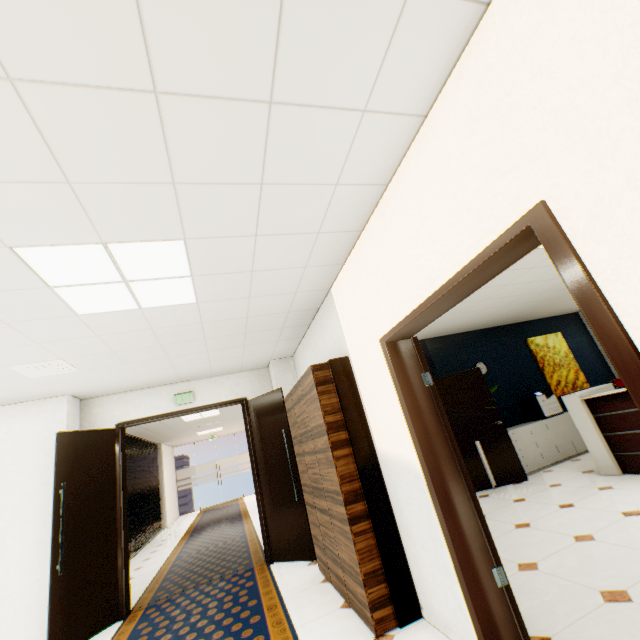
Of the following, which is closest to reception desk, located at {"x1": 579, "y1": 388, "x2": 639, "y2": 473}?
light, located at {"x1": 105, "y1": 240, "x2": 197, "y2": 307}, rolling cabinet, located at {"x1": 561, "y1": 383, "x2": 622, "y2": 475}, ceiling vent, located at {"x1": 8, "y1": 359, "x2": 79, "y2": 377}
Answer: rolling cabinet, located at {"x1": 561, "y1": 383, "x2": 622, "y2": 475}

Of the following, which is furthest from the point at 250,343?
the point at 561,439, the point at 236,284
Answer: the point at 561,439

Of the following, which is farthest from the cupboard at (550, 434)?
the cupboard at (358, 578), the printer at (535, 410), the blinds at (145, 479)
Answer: the blinds at (145, 479)

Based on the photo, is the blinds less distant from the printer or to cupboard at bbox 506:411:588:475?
cupboard at bbox 506:411:588:475

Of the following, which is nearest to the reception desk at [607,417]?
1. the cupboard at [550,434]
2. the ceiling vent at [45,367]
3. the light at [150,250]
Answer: the cupboard at [550,434]

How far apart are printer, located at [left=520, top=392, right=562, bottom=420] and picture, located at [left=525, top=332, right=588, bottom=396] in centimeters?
57cm

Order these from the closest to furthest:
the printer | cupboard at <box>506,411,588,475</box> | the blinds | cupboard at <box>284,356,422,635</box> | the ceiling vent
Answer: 1. cupboard at <box>284,356,422,635</box>
2. the ceiling vent
3. cupboard at <box>506,411,588,475</box>
4. the printer
5. the blinds

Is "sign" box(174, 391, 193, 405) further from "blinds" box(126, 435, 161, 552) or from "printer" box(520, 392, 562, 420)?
"printer" box(520, 392, 562, 420)
